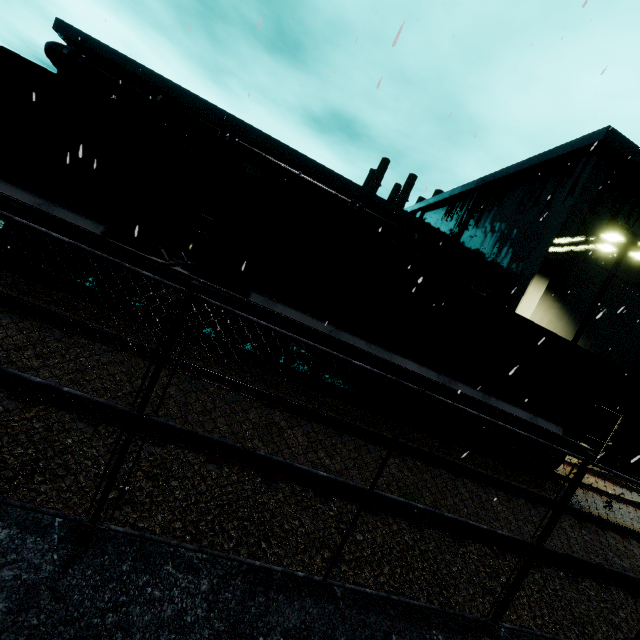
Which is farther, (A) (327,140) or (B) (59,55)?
(B) (59,55)

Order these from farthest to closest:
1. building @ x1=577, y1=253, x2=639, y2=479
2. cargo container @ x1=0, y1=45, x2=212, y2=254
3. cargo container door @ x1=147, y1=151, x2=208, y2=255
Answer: building @ x1=577, y1=253, x2=639, y2=479, cargo container door @ x1=147, y1=151, x2=208, y2=255, cargo container @ x1=0, y1=45, x2=212, y2=254

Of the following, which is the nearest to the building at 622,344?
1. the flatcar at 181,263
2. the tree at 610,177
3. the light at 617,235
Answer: the tree at 610,177

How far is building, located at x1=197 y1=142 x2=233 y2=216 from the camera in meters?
22.7 m

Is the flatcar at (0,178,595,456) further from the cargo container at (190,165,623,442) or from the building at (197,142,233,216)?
the building at (197,142,233,216)

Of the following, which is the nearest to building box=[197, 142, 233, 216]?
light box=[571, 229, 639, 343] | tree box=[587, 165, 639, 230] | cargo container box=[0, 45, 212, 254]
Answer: tree box=[587, 165, 639, 230]

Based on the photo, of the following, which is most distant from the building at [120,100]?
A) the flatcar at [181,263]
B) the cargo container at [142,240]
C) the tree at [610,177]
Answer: the flatcar at [181,263]
